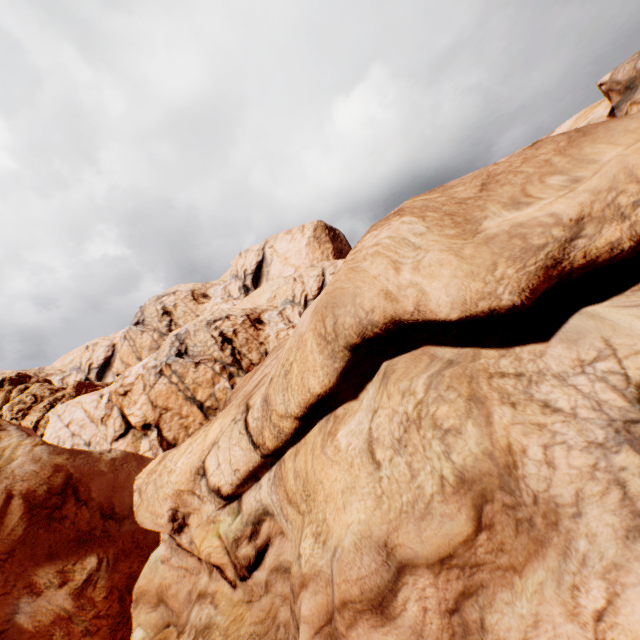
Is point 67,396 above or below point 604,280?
above
